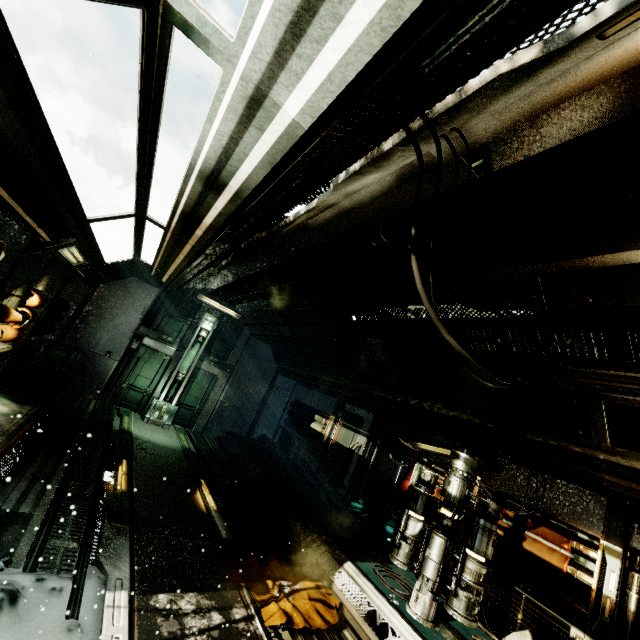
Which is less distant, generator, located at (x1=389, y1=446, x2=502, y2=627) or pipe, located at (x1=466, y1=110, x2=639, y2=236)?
pipe, located at (x1=466, y1=110, x2=639, y2=236)

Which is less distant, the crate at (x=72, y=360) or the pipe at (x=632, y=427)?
the pipe at (x=632, y=427)

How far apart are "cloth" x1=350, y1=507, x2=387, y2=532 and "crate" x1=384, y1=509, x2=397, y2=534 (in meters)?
0.05

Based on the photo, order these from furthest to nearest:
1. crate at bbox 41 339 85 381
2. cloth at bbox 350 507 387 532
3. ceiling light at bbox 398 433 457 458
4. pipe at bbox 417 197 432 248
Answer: crate at bbox 41 339 85 381, cloth at bbox 350 507 387 532, ceiling light at bbox 398 433 457 458, pipe at bbox 417 197 432 248

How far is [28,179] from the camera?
2.9m

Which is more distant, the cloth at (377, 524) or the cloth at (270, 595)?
the cloth at (377, 524)

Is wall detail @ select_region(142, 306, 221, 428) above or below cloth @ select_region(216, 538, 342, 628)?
above

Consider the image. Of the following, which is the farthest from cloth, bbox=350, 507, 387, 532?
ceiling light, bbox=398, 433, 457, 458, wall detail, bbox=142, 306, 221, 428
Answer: wall detail, bbox=142, 306, 221, 428
